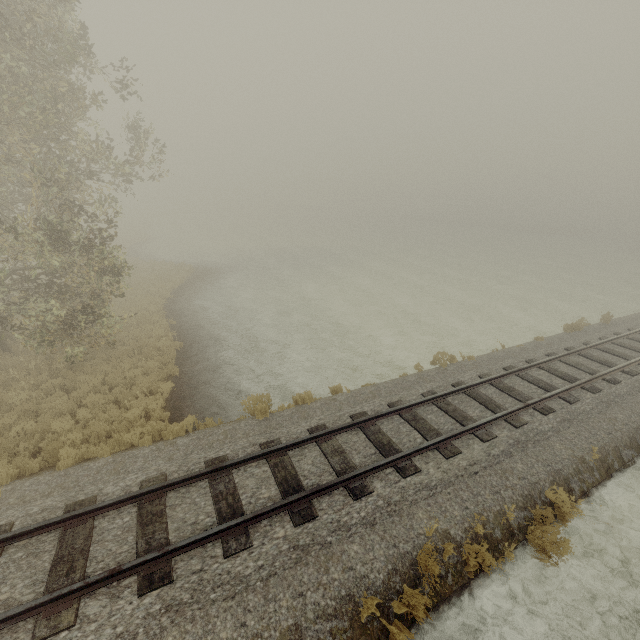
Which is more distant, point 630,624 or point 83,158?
point 83,158
